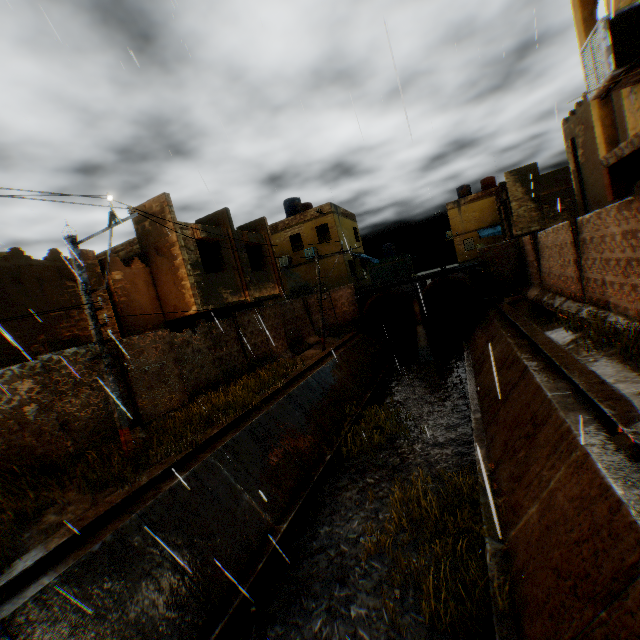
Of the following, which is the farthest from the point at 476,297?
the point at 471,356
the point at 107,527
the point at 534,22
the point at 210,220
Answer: the point at 107,527

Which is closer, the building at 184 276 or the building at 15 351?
the building at 15 351

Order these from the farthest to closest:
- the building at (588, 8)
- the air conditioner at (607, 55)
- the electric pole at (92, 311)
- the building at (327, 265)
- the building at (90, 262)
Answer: the building at (327, 265) → the building at (90, 262) → the electric pole at (92, 311) → the building at (588, 8) → the air conditioner at (607, 55)

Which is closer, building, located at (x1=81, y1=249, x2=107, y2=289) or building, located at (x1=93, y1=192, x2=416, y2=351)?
building, located at (x1=81, y1=249, x2=107, y2=289)

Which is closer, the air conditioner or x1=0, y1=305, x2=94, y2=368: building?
the air conditioner

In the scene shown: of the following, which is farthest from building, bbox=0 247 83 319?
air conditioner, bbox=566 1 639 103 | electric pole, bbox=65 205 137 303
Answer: electric pole, bbox=65 205 137 303

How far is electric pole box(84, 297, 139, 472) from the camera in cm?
806

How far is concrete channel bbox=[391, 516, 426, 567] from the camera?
6.80m
